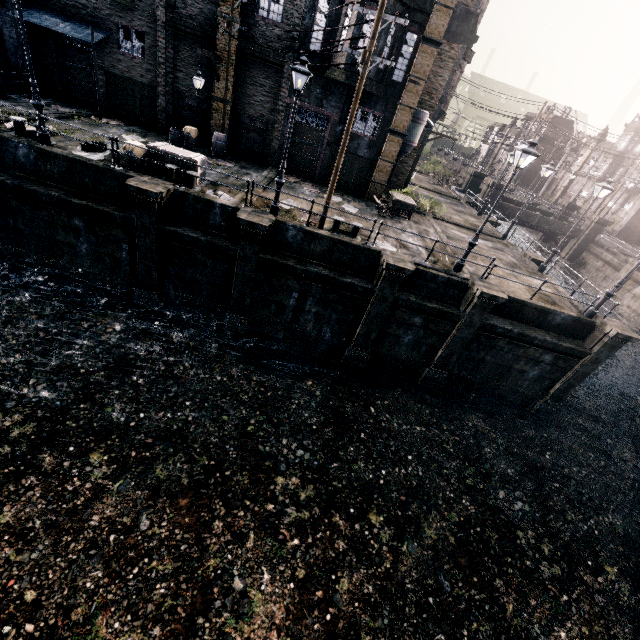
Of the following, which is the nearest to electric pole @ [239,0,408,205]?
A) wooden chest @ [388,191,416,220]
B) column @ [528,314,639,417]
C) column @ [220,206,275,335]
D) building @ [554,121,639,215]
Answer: column @ [220,206,275,335]

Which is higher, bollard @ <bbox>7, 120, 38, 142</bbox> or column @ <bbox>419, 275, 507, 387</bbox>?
bollard @ <bbox>7, 120, 38, 142</bbox>

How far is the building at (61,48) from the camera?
19.45m

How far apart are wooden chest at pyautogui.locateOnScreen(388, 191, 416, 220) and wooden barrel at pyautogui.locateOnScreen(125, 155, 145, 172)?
14.3 meters

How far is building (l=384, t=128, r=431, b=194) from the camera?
25.05m

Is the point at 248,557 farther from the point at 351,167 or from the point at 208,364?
the point at 351,167

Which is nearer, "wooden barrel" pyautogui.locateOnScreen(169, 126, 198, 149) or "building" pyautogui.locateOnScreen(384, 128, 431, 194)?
"wooden barrel" pyautogui.locateOnScreen(169, 126, 198, 149)

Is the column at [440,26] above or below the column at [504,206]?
above
